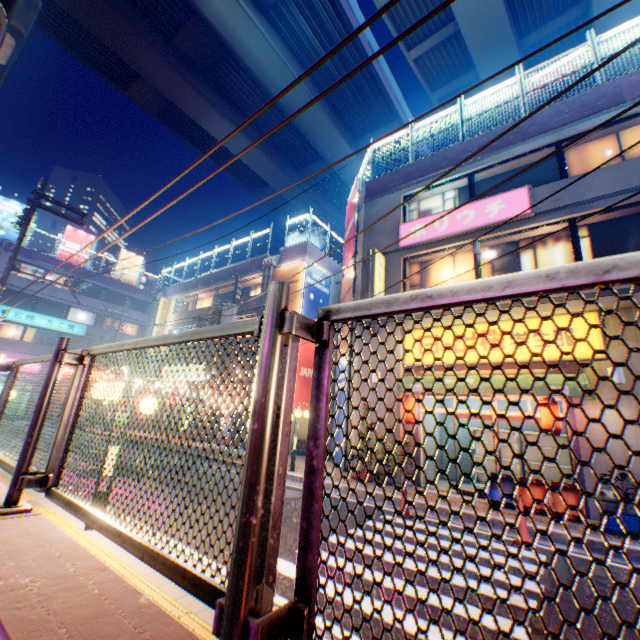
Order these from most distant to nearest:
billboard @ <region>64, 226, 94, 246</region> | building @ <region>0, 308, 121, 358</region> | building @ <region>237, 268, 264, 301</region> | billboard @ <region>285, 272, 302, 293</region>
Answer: billboard @ <region>64, 226, 94, 246</region> → building @ <region>0, 308, 121, 358</region> → building @ <region>237, 268, 264, 301</region> → billboard @ <region>285, 272, 302, 293</region>

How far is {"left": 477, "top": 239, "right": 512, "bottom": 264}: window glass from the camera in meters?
11.2 m

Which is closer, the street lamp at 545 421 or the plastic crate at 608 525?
the plastic crate at 608 525

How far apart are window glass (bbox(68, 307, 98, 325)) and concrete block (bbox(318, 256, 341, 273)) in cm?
2667

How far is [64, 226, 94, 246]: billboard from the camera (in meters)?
35.94

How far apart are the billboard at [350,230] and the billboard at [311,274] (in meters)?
3.14

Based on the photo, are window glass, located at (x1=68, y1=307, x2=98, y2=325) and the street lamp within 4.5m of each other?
no

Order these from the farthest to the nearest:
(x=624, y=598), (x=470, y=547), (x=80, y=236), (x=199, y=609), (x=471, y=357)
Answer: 1. (x=80, y=236)
2. (x=471, y=357)
3. (x=470, y=547)
4. (x=624, y=598)
5. (x=199, y=609)
